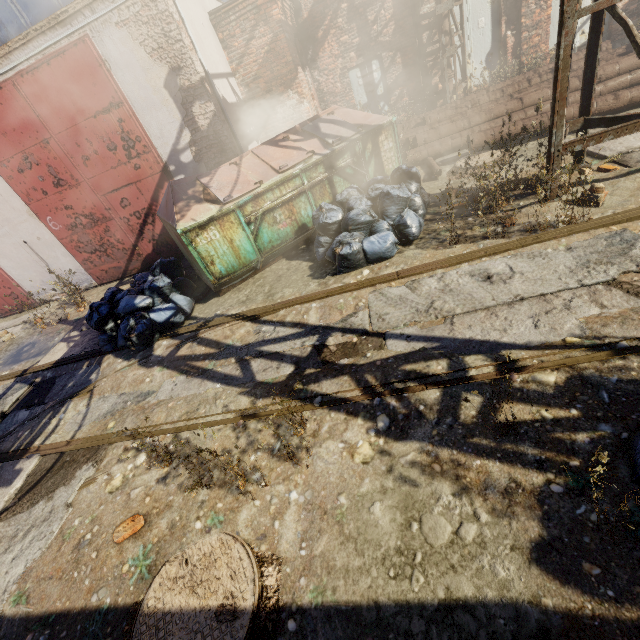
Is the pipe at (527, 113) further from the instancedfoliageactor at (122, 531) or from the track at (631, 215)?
the instancedfoliageactor at (122, 531)

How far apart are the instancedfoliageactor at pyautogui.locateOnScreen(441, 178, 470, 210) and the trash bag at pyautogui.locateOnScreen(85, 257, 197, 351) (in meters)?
4.87

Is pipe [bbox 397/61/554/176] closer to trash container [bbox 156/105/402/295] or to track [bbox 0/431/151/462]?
trash container [bbox 156/105/402/295]

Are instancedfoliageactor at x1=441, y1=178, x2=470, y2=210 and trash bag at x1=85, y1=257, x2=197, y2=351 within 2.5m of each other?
no

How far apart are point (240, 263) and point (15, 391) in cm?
446

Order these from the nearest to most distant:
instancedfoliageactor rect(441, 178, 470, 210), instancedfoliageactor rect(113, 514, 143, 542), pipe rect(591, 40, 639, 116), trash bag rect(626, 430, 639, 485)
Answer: trash bag rect(626, 430, 639, 485)
instancedfoliageactor rect(113, 514, 143, 542)
instancedfoliageactor rect(441, 178, 470, 210)
pipe rect(591, 40, 639, 116)

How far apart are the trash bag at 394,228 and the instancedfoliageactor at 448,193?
0.3m

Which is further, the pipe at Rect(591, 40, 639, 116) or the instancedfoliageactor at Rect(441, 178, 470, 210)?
the pipe at Rect(591, 40, 639, 116)
